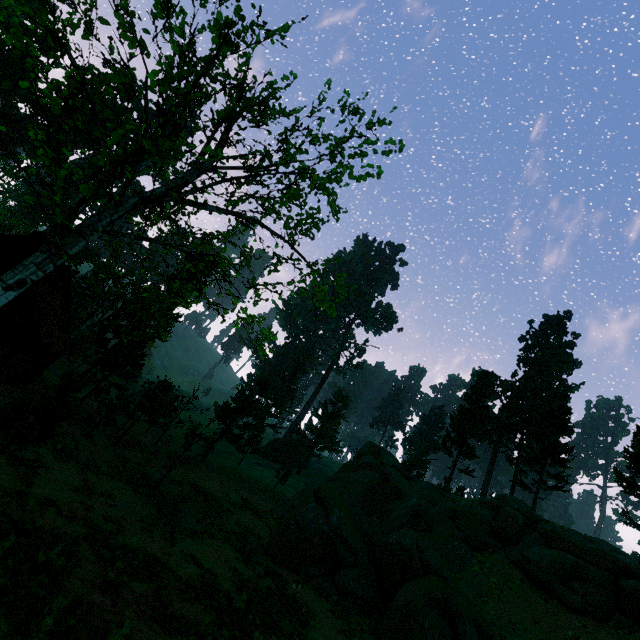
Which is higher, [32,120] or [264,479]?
[32,120]

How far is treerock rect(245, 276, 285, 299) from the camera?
10.9 meters

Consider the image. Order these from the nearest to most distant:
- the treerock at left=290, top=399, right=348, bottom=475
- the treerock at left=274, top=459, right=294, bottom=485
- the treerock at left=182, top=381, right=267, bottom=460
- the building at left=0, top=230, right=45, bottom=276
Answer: the building at left=0, top=230, right=45, bottom=276 → the treerock at left=182, top=381, right=267, bottom=460 → the treerock at left=274, top=459, right=294, bottom=485 → the treerock at left=290, top=399, right=348, bottom=475

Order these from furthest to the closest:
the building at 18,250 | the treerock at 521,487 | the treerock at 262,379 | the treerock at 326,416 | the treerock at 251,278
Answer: the treerock at 326,416 < the treerock at 262,379 < the treerock at 521,487 < the building at 18,250 < the treerock at 251,278

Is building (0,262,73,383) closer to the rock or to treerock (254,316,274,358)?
treerock (254,316,274,358)

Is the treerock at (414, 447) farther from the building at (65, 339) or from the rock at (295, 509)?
the rock at (295, 509)

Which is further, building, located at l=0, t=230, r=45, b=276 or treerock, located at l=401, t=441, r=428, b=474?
treerock, located at l=401, t=441, r=428, b=474
